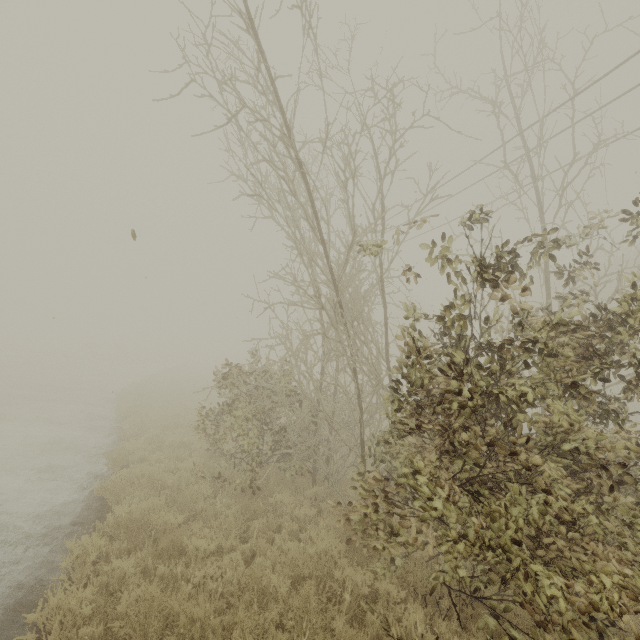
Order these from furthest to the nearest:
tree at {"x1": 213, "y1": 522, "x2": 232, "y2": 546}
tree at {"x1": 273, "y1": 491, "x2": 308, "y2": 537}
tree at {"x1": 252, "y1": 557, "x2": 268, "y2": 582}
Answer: tree at {"x1": 273, "y1": 491, "x2": 308, "y2": 537} < tree at {"x1": 213, "y1": 522, "x2": 232, "y2": 546} < tree at {"x1": 252, "y1": 557, "x2": 268, "y2": 582}

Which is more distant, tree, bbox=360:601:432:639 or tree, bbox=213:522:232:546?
tree, bbox=213:522:232:546

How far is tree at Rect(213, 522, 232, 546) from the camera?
5.9 meters

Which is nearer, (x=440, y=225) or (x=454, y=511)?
(x=454, y=511)

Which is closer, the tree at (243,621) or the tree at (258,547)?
the tree at (243,621)
